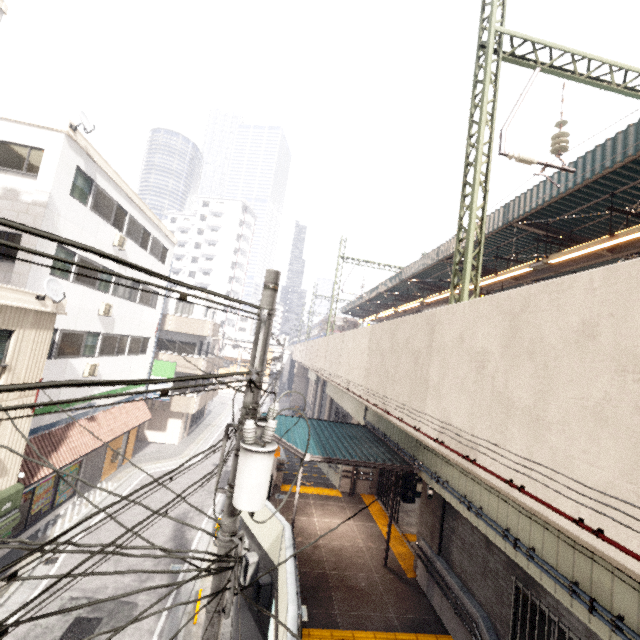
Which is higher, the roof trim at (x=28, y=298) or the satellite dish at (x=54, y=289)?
the satellite dish at (x=54, y=289)

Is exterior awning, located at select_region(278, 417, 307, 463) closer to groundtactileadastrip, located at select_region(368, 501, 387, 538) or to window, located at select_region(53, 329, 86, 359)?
groundtactileadastrip, located at select_region(368, 501, 387, 538)

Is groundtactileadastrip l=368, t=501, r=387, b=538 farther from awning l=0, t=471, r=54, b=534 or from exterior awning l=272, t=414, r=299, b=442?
awning l=0, t=471, r=54, b=534

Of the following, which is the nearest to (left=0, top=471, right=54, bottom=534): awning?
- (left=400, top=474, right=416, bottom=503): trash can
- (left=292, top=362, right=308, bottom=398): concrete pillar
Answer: (left=400, top=474, right=416, bottom=503): trash can

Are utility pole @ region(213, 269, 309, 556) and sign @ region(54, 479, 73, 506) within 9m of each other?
no

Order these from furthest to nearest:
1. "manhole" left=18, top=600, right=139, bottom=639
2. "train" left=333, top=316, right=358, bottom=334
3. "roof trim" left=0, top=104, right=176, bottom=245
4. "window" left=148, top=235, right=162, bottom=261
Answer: "train" left=333, top=316, right=358, bottom=334 < "window" left=148, top=235, right=162, bottom=261 < "roof trim" left=0, top=104, right=176, bottom=245 < "manhole" left=18, top=600, right=139, bottom=639

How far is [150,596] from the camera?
10.6 meters

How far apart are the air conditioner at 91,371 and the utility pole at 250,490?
12.7m
